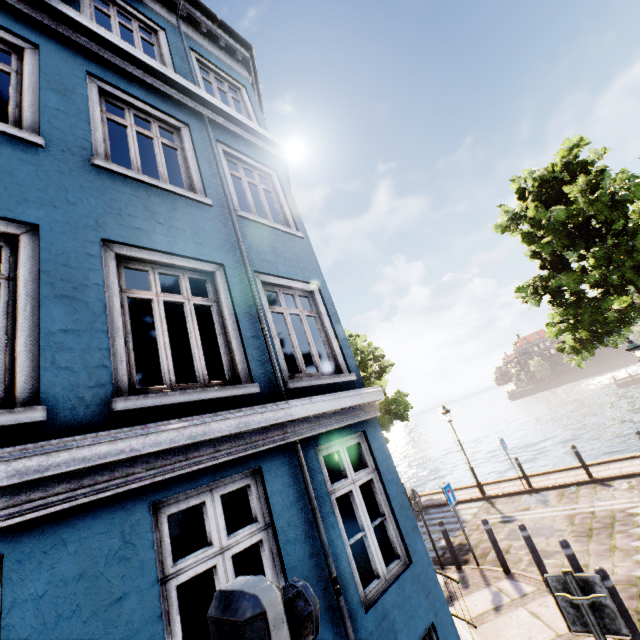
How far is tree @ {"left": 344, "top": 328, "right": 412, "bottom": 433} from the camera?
16.94m

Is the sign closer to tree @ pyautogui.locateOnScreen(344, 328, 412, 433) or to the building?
the building

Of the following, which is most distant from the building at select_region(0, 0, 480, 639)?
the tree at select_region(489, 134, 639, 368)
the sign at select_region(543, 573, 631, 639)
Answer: the tree at select_region(489, 134, 639, 368)

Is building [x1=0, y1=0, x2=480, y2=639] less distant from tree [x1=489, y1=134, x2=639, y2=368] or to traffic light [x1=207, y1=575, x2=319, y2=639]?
traffic light [x1=207, y1=575, x2=319, y2=639]

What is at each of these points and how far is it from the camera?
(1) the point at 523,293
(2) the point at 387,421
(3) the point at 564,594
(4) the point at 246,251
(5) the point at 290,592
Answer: (1) tree, 11.8 meters
(2) tree, 16.2 meters
(3) sign, 3.2 meters
(4) building, 5.1 meters
(5) traffic light, 0.9 meters

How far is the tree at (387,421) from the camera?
16.9m

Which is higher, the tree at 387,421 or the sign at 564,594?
the tree at 387,421
